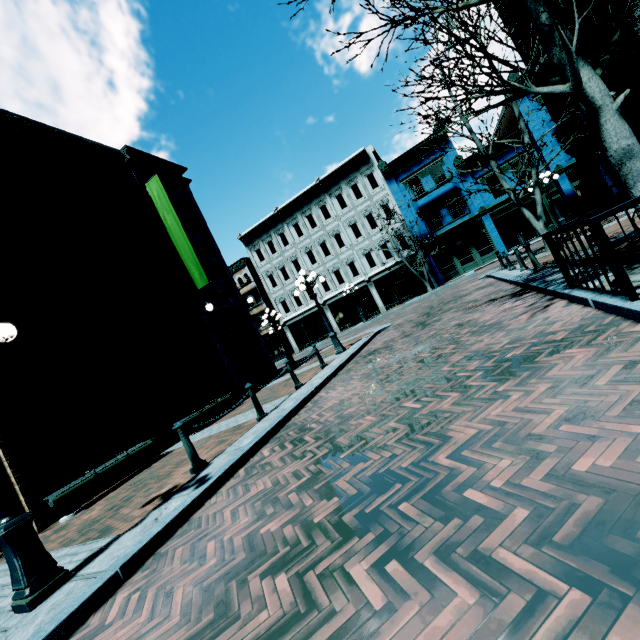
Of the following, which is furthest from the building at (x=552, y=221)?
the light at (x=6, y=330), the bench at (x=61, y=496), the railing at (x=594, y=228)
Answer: the light at (x=6, y=330)

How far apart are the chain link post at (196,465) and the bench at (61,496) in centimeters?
349cm

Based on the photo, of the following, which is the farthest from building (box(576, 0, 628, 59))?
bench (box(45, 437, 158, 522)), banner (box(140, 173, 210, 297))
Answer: bench (box(45, 437, 158, 522))

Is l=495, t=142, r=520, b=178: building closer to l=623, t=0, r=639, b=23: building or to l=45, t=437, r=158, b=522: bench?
l=623, t=0, r=639, b=23: building

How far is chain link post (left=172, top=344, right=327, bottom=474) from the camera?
5.4 meters

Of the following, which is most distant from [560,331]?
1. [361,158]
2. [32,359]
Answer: [361,158]

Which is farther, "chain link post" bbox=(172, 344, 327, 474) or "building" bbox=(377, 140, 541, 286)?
"building" bbox=(377, 140, 541, 286)

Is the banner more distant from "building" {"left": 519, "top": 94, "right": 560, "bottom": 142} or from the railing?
"building" {"left": 519, "top": 94, "right": 560, "bottom": 142}
